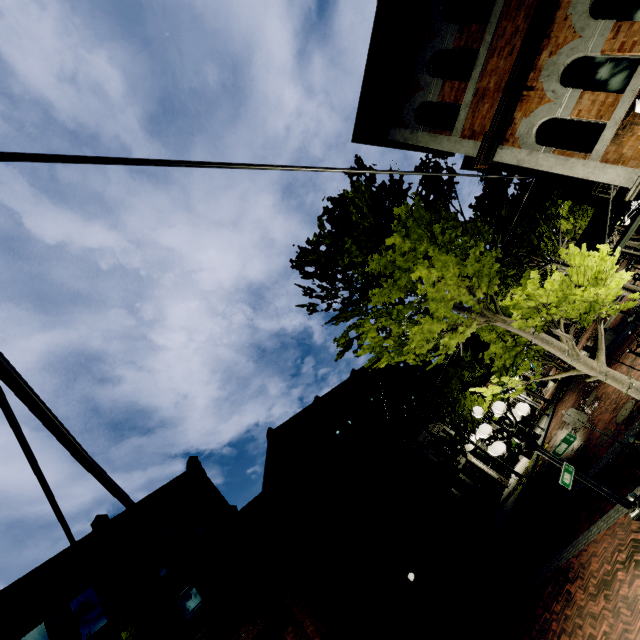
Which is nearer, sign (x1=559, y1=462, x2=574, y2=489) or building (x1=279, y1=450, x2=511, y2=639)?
sign (x1=559, y1=462, x2=574, y2=489)

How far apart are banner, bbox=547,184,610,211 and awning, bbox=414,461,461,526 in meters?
16.6 m

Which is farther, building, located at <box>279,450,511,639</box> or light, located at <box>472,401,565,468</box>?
building, located at <box>279,450,511,639</box>

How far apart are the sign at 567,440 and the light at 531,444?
0.0m

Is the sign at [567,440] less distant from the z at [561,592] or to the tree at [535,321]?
the tree at [535,321]

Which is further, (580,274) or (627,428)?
(627,428)

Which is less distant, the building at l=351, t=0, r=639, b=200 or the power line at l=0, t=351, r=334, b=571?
the power line at l=0, t=351, r=334, b=571

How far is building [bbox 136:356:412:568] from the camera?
16.9m
